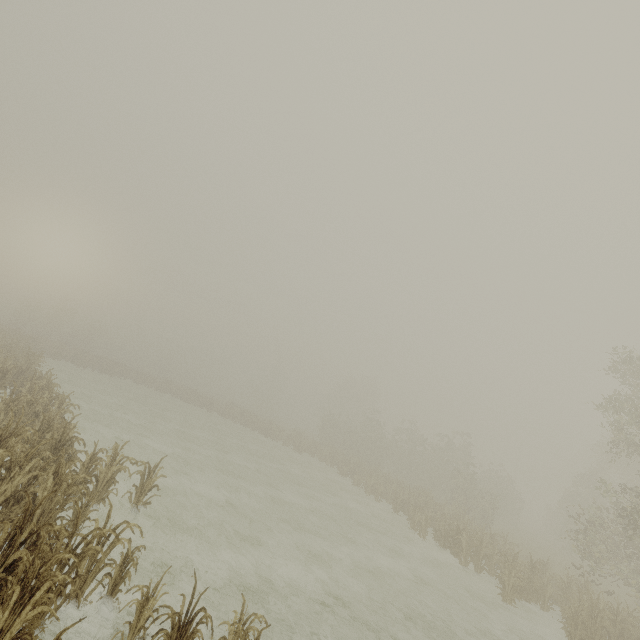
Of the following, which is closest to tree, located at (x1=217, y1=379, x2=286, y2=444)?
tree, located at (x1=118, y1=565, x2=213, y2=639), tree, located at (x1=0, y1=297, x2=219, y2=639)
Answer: tree, located at (x1=0, y1=297, x2=219, y2=639)

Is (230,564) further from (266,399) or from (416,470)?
(266,399)

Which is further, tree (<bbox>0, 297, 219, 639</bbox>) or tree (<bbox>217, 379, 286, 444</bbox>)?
tree (<bbox>217, 379, 286, 444</bbox>)

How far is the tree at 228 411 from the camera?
34.9m

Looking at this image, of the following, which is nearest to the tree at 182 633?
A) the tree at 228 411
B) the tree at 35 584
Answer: the tree at 35 584

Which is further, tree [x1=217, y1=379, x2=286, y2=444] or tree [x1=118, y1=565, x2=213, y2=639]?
tree [x1=217, y1=379, x2=286, y2=444]

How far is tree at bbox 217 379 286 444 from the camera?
34.91m
